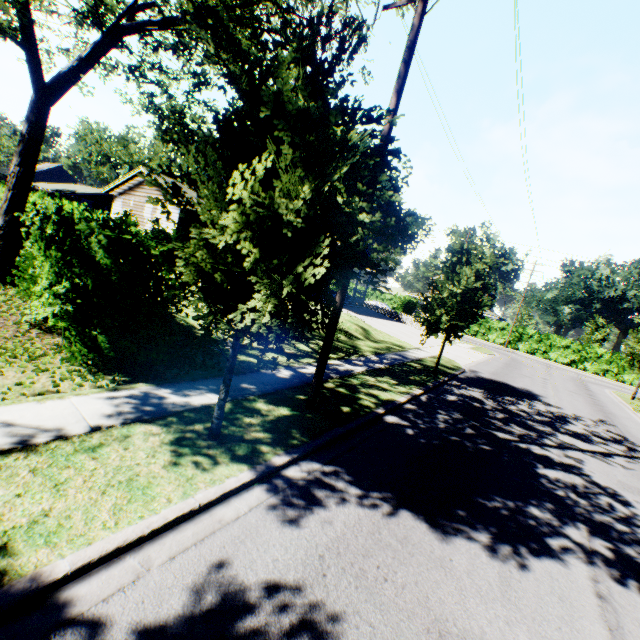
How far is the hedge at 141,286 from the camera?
6.3 meters

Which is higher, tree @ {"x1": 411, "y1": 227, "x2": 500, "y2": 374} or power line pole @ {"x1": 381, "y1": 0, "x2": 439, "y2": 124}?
power line pole @ {"x1": 381, "y1": 0, "x2": 439, "y2": 124}

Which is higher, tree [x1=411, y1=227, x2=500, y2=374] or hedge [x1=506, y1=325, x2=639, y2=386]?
tree [x1=411, y1=227, x2=500, y2=374]

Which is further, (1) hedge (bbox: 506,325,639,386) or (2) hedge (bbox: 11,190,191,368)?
(1) hedge (bbox: 506,325,639,386)

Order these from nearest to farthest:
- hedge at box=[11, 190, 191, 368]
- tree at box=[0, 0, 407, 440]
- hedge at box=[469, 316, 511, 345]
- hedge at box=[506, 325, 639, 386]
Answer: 1. tree at box=[0, 0, 407, 440]
2. hedge at box=[11, 190, 191, 368]
3. hedge at box=[506, 325, 639, 386]
4. hedge at box=[469, 316, 511, 345]

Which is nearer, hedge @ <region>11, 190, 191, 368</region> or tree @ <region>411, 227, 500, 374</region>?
hedge @ <region>11, 190, 191, 368</region>

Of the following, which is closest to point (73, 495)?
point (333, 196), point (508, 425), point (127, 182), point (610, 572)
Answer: point (333, 196)

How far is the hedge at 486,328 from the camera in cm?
4462
